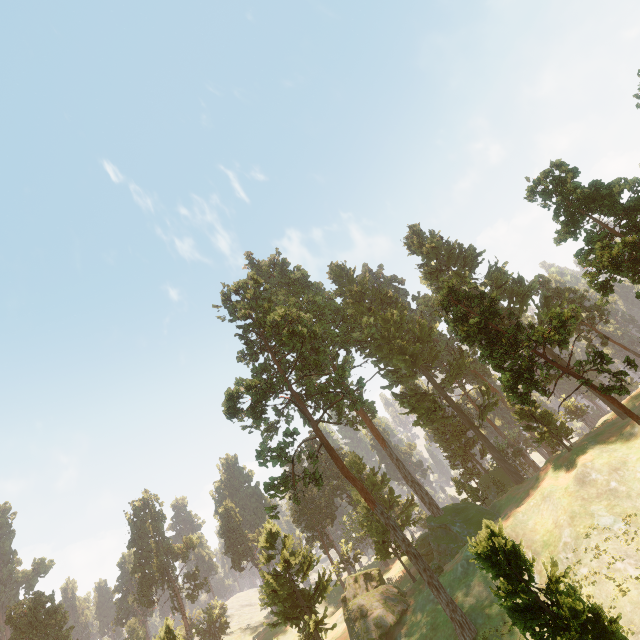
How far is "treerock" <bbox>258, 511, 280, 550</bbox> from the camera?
33.4m

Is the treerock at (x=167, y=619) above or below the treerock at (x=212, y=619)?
above

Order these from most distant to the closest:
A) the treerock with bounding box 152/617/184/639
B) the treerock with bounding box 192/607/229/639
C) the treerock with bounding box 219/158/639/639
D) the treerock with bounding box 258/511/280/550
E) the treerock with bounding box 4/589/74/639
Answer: the treerock with bounding box 192/607/229/639 → the treerock with bounding box 4/589/74/639 → the treerock with bounding box 152/617/184/639 → the treerock with bounding box 258/511/280/550 → the treerock with bounding box 219/158/639/639

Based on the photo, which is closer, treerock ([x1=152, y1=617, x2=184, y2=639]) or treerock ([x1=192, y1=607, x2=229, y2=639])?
treerock ([x1=152, y1=617, x2=184, y2=639])

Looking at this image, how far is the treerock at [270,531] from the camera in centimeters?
3344cm

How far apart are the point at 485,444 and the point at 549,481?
12.3m
